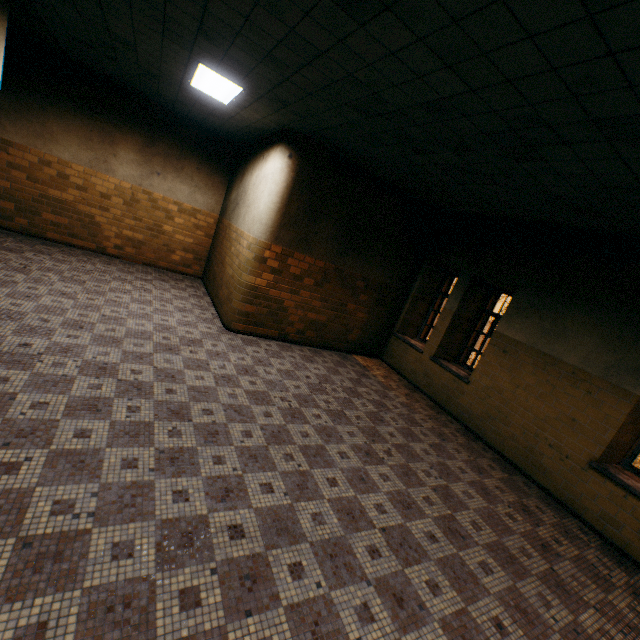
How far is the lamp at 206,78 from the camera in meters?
4.5 m

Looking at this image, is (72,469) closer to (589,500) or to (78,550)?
(78,550)

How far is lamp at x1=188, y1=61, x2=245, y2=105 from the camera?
4.5 meters
